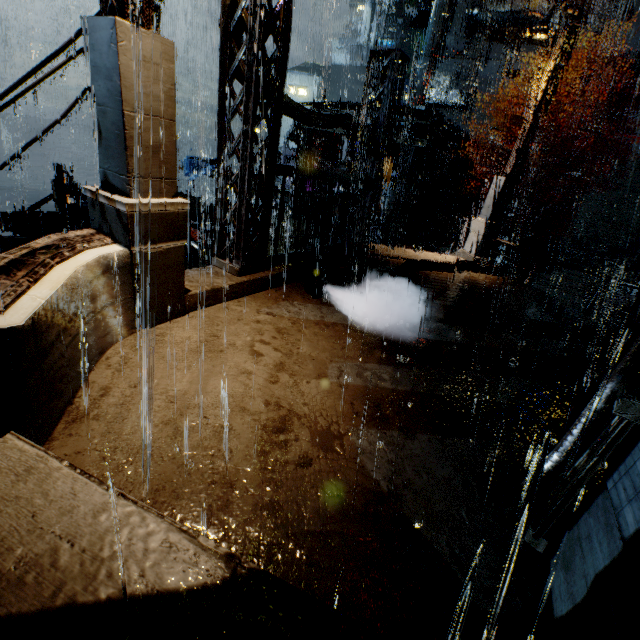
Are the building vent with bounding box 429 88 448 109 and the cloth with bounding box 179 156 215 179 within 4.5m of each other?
no

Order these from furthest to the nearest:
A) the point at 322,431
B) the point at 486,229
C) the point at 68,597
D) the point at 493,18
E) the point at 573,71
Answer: the point at 493,18
the point at 573,71
the point at 486,229
the point at 322,431
the point at 68,597

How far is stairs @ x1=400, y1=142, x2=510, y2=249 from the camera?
29.67m

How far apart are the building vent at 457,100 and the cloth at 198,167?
28.9m

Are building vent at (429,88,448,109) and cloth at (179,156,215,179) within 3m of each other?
no

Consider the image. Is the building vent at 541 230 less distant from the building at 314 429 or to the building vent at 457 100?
the building at 314 429

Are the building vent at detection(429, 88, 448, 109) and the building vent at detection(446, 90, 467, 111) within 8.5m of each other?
Answer: yes

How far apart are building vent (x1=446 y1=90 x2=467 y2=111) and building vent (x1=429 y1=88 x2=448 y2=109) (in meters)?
0.24
